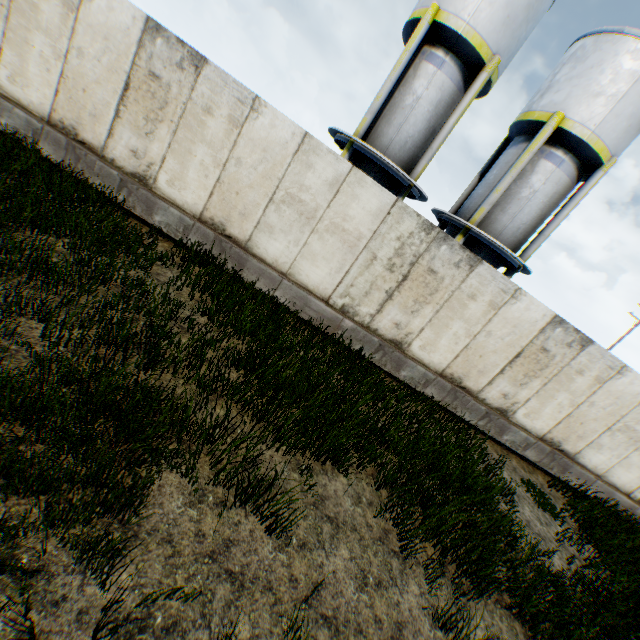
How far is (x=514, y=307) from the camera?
7.91m
